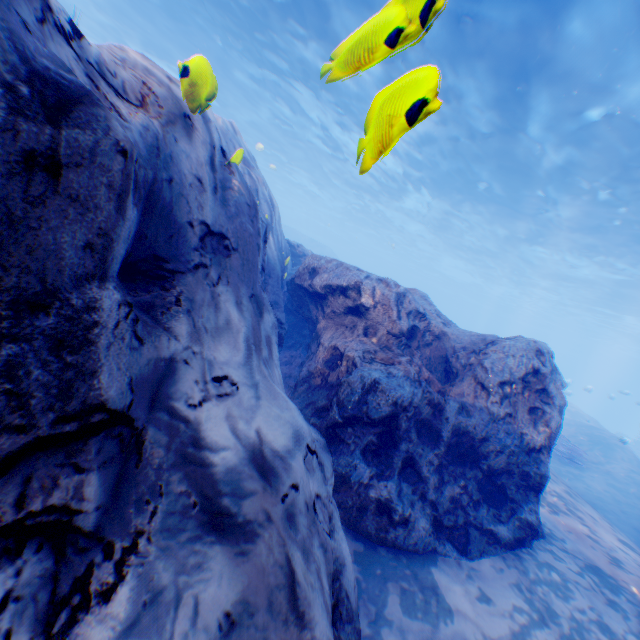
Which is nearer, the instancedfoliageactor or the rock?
the rock

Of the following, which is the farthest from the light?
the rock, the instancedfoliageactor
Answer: the instancedfoliageactor

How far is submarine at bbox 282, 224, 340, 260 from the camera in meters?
40.9

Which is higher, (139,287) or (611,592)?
(139,287)

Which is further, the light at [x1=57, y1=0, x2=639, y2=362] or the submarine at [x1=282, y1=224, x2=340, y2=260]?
the submarine at [x1=282, y1=224, x2=340, y2=260]

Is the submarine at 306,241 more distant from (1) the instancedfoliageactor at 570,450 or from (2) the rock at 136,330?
(1) the instancedfoliageactor at 570,450

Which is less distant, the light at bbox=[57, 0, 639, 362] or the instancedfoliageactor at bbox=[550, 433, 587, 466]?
the light at bbox=[57, 0, 639, 362]

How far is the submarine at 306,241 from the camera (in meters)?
40.93
